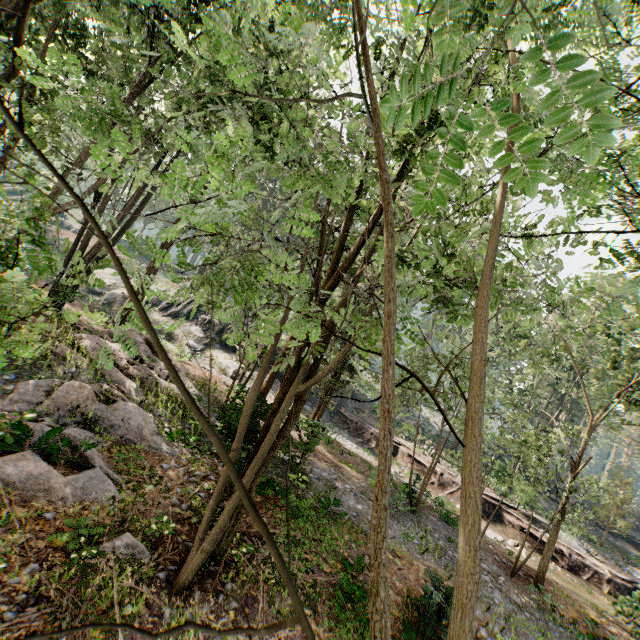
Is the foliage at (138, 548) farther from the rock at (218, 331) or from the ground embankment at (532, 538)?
the rock at (218, 331)

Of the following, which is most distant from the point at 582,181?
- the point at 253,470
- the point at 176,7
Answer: the point at 176,7

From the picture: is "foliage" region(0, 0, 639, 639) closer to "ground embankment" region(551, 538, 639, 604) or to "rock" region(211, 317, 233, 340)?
"ground embankment" region(551, 538, 639, 604)

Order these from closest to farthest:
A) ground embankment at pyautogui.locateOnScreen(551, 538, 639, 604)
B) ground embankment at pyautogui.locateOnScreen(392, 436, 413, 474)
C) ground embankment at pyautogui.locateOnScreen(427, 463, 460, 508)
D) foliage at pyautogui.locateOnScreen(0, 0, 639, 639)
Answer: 1. foliage at pyautogui.locateOnScreen(0, 0, 639, 639)
2. ground embankment at pyautogui.locateOnScreen(551, 538, 639, 604)
3. ground embankment at pyautogui.locateOnScreen(427, 463, 460, 508)
4. ground embankment at pyautogui.locateOnScreen(392, 436, 413, 474)

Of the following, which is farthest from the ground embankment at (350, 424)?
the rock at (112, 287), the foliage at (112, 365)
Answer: the rock at (112, 287)

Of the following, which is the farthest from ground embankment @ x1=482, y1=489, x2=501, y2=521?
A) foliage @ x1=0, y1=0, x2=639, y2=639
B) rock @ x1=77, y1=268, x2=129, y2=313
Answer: rock @ x1=77, y1=268, x2=129, y2=313

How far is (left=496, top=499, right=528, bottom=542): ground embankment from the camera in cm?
2316
